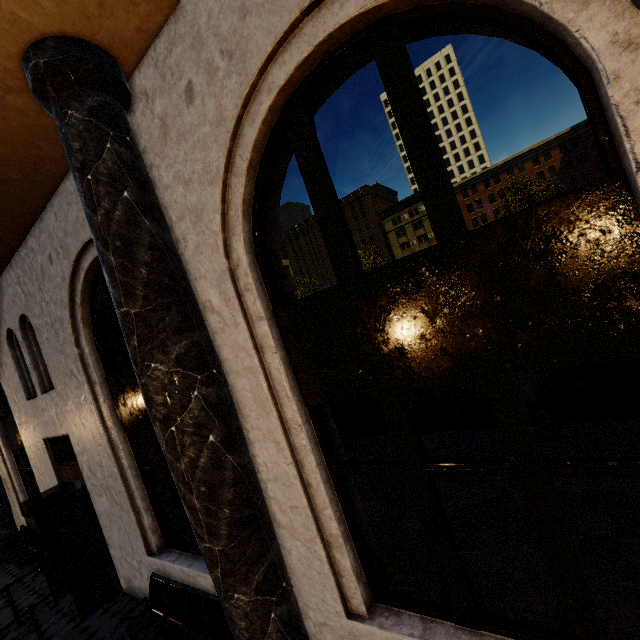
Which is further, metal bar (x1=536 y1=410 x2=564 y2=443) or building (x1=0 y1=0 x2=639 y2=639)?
metal bar (x1=536 y1=410 x2=564 y2=443)

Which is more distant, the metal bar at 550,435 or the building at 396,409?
the metal bar at 550,435

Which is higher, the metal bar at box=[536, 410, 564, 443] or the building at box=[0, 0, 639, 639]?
the building at box=[0, 0, 639, 639]

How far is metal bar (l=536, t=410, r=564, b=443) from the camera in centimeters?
634cm

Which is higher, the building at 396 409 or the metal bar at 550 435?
the building at 396 409

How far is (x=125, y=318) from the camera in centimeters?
275cm
